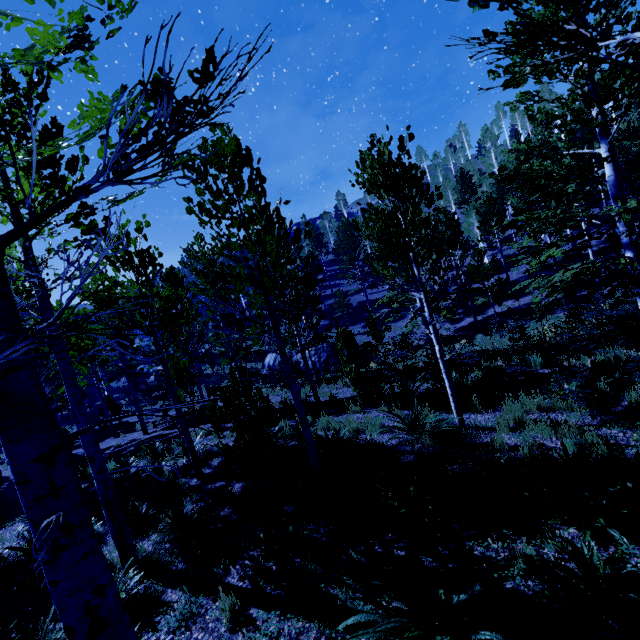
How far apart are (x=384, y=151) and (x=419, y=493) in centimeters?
670cm

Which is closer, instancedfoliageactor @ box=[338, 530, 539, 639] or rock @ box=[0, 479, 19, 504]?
instancedfoliageactor @ box=[338, 530, 539, 639]

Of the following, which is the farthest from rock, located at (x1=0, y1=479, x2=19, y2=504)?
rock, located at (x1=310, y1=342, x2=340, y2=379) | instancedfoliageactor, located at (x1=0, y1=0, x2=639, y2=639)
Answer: rock, located at (x1=310, y1=342, x2=340, y2=379)

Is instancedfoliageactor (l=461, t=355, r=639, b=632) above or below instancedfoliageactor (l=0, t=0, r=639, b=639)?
below

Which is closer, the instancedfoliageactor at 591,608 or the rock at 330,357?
the instancedfoliageactor at 591,608

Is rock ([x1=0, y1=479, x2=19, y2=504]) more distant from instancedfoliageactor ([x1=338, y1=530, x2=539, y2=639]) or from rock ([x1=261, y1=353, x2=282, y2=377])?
rock ([x1=261, y1=353, x2=282, y2=377])
